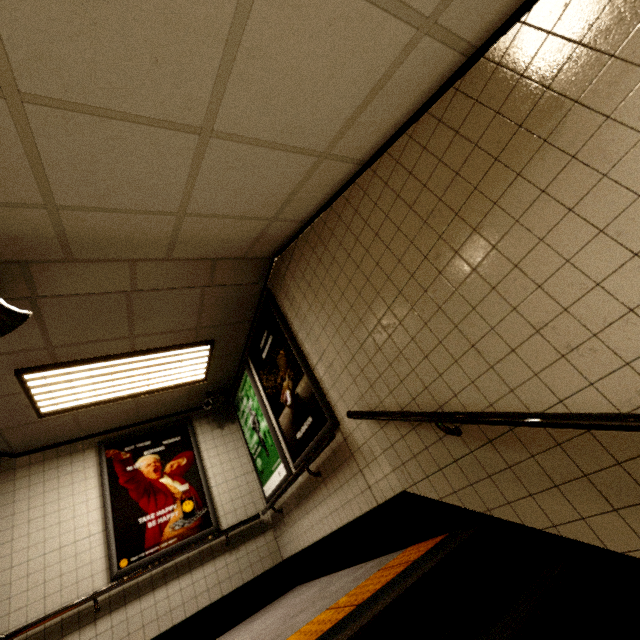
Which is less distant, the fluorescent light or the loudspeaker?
the loudspeaker

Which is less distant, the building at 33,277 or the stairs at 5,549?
the building at 33,277

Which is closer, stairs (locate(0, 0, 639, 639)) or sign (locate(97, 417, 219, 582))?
stairs (locate(0, 0, 639, 639))

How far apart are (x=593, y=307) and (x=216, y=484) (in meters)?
5.18

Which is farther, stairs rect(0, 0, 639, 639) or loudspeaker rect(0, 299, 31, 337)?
loudspeaker rect(0, 299, 31, 337)

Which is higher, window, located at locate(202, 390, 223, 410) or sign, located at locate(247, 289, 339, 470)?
window, located at locate(202, 390, 223, 410)

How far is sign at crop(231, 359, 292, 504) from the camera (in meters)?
4.18

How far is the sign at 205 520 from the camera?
4.1 meters
